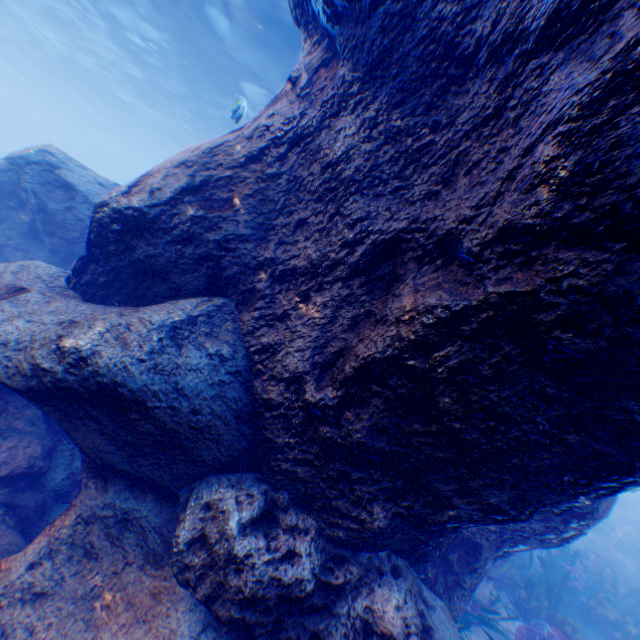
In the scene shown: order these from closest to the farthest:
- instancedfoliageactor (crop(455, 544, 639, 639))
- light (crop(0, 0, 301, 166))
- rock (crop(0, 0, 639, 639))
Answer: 1. rock (crop(0, 0, 639, 639))
2. instancedfoliageactor (crop(455, 544, 639, 639))
3. light (crop(0, 0, 301, 166))

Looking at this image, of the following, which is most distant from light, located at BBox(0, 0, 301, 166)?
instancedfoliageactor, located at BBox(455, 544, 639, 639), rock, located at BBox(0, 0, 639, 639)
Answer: instancedfoliageactor, located at BBox(455, 544, 639, 639)

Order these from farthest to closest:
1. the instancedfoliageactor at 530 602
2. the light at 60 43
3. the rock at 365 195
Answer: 1. the light at 60 43
2. the instancedfoliageactor at 530 602
3. the rock at 365 195

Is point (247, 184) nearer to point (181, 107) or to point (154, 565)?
point (154, 565)

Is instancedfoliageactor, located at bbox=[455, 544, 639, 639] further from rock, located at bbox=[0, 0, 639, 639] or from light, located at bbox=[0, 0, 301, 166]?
light, located at bbox=[0, 0, 301, 166]

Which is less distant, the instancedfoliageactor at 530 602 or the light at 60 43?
the instancedfoliageactor at 530 602
